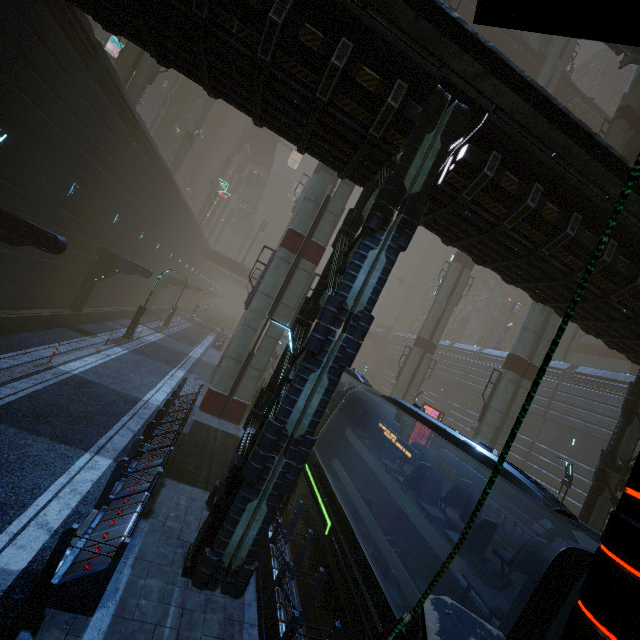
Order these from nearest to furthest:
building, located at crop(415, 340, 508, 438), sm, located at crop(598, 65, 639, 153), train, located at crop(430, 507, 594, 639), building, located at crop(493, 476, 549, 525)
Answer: train, located at crop(430, 507, 594, 639) → sm, located at crop(598, 65, 639, 153) → building, located at crop(493, 476, 549, 525) → building, located at crop(415, 340, 508, 438)

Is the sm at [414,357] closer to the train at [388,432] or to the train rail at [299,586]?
the train rail at [299,586]

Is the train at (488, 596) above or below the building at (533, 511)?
above

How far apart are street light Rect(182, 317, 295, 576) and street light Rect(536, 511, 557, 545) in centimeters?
1447cm

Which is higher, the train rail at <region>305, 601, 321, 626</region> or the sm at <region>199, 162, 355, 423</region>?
the sm at <region>199, 162, 355, 423</region>

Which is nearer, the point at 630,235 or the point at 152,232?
the point at 630,235

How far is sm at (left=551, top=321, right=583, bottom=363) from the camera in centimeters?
3419cm

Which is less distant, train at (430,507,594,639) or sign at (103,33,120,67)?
train at (430,507,594,639)
